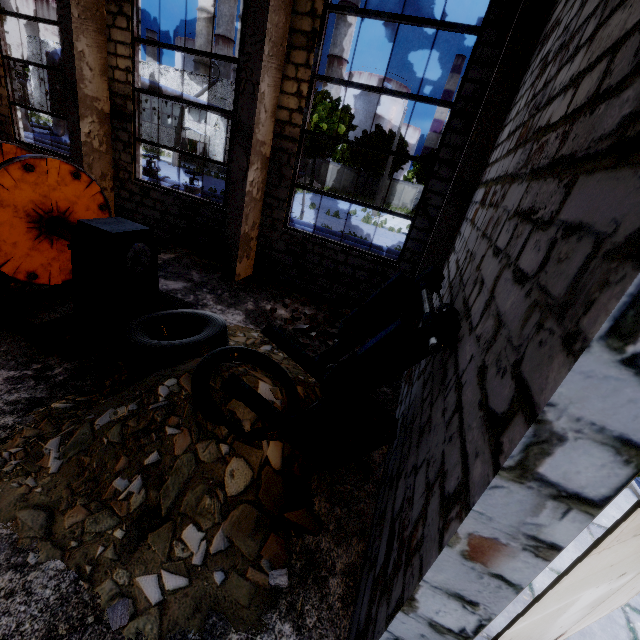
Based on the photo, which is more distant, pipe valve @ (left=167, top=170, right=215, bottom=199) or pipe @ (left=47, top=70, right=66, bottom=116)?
pipe @ (left=47, top=70, right=66, bottom=116)

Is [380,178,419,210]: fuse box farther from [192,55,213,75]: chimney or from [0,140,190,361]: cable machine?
[0,140,190,361]: cable machine

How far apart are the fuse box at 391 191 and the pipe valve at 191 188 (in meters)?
37.94

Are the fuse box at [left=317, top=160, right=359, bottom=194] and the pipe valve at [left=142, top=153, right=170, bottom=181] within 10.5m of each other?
no

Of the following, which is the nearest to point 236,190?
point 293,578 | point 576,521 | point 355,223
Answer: point 293,578

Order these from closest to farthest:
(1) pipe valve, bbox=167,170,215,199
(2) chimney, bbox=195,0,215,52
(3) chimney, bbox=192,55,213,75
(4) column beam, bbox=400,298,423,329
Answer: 1. (4) column beam, bbox=400,298,423,329
2. (1) pipe valve, bbox=167,170,215,199
3. (2) chimney, bbox=195,0,215,52
4. (3) chimney, bbox=192,55,213,75

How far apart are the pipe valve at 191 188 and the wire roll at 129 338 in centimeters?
783cm

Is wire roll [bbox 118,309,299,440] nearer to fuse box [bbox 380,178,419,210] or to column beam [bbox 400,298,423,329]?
column beam [bbox 400,298,423,329]
